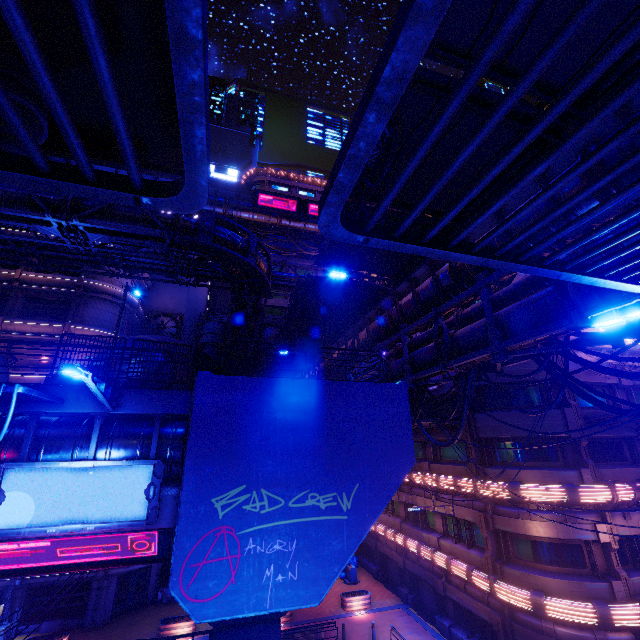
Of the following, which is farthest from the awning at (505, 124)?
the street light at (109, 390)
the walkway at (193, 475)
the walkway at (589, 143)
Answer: the street light at (109, 390)

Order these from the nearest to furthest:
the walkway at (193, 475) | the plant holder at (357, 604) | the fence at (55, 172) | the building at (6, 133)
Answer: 1. the fence at (55, 172)
2. the walkway at (193, 475)
3. the plant holder at (357, 604)
4. the building at (6, 133)

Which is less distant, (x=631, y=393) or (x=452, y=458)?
(x=631, y=393)

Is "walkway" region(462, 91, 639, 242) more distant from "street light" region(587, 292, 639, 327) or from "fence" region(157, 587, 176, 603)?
"fence" region(157, 587, 176, 603)

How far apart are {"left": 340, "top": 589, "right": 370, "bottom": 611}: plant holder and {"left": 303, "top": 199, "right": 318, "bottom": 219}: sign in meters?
44.5

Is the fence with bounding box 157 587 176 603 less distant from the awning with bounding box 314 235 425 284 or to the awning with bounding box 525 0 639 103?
the awning with bounding box 314 235 425 284

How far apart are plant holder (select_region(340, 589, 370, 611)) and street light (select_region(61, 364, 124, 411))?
24.50m

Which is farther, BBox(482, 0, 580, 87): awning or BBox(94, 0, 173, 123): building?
BBox(94, 0, 173, 123): building
